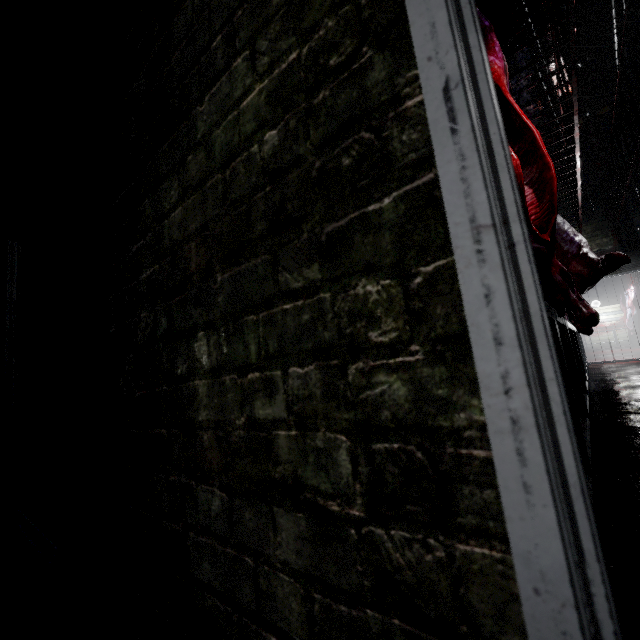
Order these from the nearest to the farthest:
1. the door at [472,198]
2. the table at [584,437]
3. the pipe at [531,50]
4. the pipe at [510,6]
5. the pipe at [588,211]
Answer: the door at [472,198], the table at [584,437], the pipe at [510,6], the pipe at [531,50], the pipe at [588,211]

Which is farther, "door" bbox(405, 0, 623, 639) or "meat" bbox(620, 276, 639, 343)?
"meat" bbox(620, 276, 639, 343)

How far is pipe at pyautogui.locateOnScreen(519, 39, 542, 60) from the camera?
3.8 meters

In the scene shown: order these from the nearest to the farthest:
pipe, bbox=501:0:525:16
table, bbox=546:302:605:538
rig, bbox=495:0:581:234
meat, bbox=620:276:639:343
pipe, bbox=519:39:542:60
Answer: table, bbox=546:302:605:538 < rig, bbox=495:0:581:234 < pipe, bbox=501:0:525:16 < pipe, bbox=519:39:542:60 < meat, bbox=620:276:639:343

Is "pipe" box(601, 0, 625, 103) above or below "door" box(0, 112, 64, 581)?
above

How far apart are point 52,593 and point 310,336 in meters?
1.5 m

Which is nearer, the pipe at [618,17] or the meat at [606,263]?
the meat at [606,263]

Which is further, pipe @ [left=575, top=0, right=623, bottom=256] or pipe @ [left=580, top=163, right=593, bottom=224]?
pipe @ [left=580, top=163, right=593, bottom=224]
